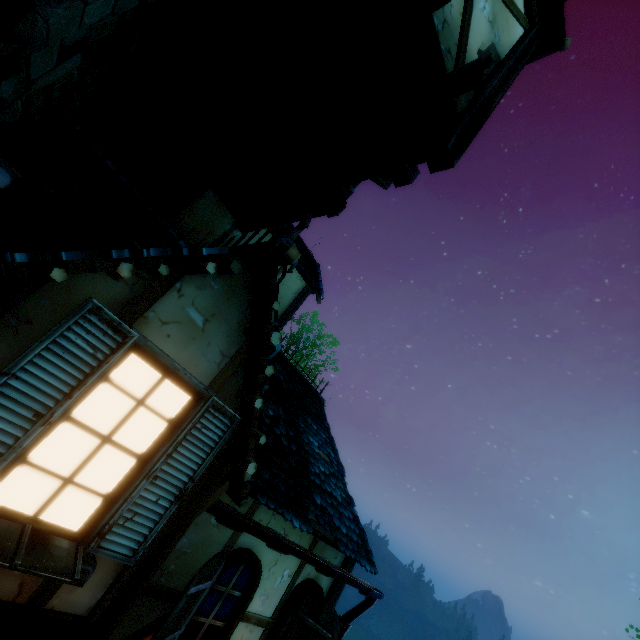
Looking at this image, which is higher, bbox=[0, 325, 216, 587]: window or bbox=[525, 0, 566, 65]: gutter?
bbox=[525, 0, 566, 65]: gutter

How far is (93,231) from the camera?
3.68m

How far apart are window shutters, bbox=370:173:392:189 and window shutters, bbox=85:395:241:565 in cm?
550

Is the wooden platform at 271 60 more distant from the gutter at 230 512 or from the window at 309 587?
the window at 309 587

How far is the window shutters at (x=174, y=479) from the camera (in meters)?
2.10

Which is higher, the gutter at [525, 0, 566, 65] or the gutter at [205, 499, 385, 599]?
the gutter at [525, 0, 566, 65]

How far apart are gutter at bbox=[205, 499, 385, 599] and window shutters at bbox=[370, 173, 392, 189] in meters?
6.0

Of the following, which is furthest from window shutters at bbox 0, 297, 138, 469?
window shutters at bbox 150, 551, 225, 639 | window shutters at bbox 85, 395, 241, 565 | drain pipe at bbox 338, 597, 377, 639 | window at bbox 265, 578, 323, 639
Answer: drain pipe at bbox 338, 597, 377, 639
